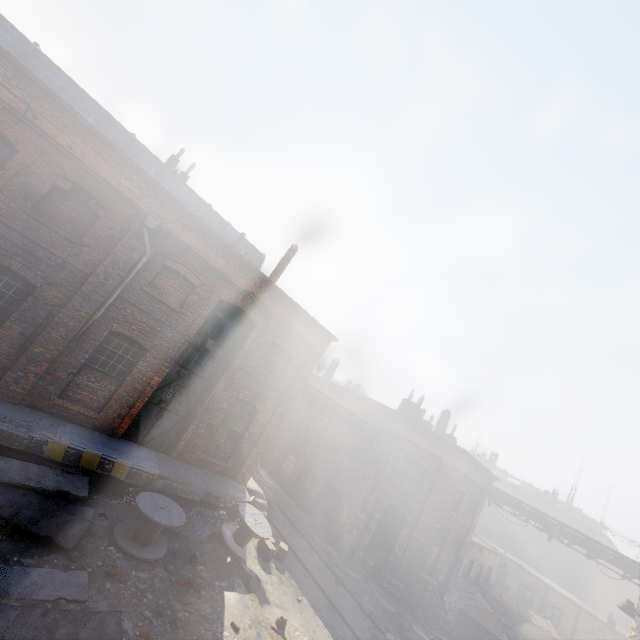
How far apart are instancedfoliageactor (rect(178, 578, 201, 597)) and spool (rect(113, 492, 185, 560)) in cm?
85

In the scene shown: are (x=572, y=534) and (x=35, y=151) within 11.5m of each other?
no

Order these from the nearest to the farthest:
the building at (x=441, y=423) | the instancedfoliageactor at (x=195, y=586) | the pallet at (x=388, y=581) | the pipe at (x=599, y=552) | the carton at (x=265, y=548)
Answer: the instancedfoliageactor at (x=195, y=586)
the carton at (x=265, y=548)
the pipe at (x=599, y=552)
the pallet at (x=388, y=581)
the building at (x=441, y=423)

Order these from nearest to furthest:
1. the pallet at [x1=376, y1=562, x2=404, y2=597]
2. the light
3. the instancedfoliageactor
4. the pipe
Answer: the instancedfoliageactor → the light → the pipe → the pallet at [x1=376, y1=562, x2=404, y2=597]

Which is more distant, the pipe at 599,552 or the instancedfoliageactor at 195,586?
the pipe at 599,552

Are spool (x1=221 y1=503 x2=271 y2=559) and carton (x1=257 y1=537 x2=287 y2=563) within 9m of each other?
yes

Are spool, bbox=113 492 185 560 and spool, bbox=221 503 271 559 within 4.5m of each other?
yes

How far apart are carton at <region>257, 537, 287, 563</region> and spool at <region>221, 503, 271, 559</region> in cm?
16
